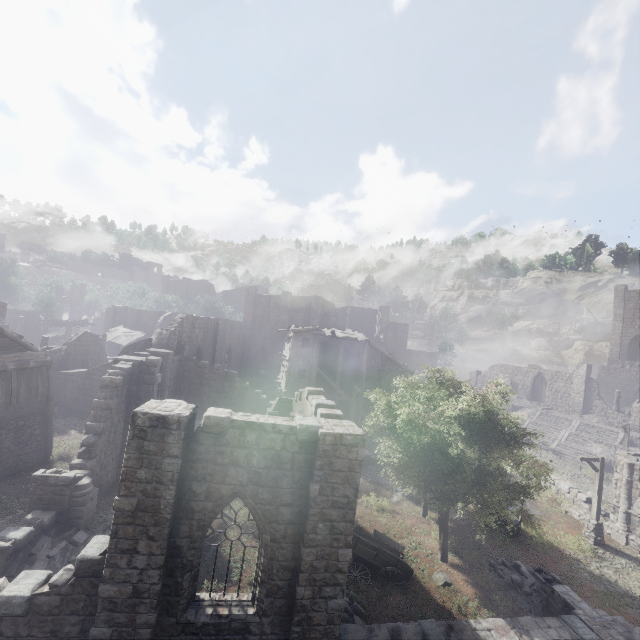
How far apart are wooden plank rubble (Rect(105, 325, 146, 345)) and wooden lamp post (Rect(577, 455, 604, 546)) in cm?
4373

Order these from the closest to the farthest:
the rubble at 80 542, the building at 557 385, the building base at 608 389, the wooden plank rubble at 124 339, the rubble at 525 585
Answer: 1. the rubble at 80 542
2. the rubble at 525 585
3. the building at 557 385
4. the wooden plank rubble at 124 339
5. the building base at 608 389

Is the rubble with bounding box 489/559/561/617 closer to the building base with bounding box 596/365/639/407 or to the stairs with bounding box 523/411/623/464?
the stairs with bounding box 523/411/623/464

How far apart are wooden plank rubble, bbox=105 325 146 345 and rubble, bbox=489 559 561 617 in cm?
4062

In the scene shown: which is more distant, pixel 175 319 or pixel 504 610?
pixel 175 319

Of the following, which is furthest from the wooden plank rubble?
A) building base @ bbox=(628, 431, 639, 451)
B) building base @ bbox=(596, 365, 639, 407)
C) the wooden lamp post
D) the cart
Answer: building base @ bbox=(596, 365, 639, 407)

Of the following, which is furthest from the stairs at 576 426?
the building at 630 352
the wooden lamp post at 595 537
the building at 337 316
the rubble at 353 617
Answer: the rubble at 353 617

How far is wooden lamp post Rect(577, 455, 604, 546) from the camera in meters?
18.0 m
